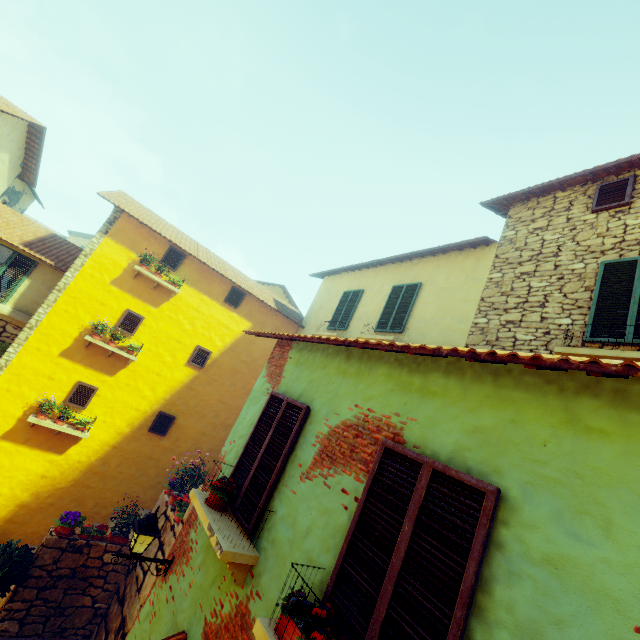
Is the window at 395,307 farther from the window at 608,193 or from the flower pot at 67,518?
the flower pot at 67,518

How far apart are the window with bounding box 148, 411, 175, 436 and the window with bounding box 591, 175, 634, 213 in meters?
12.7

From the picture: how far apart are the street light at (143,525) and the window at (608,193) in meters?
9.7 m

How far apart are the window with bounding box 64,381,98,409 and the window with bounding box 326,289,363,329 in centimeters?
750cm

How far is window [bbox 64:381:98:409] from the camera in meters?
9.4 m

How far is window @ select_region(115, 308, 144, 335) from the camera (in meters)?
10.11

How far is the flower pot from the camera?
7.31m

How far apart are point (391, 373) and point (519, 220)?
6.7 meters
